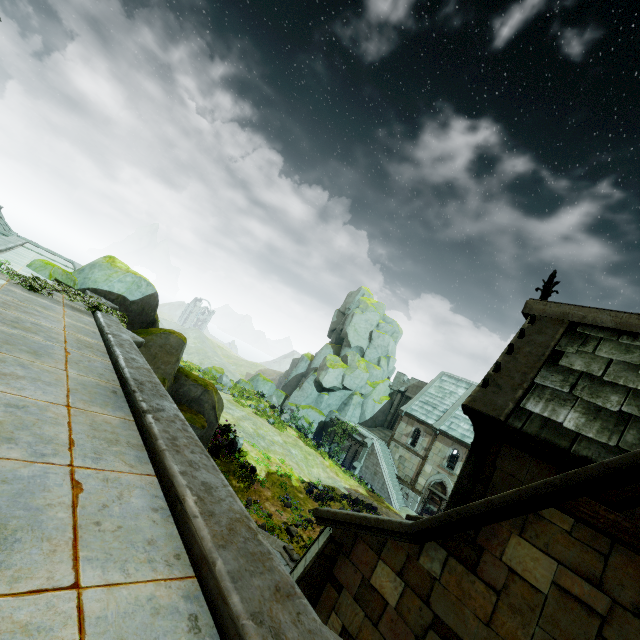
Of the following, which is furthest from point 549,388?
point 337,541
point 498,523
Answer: Result: point 337,541

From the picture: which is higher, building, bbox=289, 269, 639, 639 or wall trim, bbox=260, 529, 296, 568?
building, bbox=289, 269, 639, 639

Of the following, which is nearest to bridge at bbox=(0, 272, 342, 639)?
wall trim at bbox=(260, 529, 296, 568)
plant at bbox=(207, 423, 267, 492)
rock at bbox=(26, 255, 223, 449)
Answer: rock at bbox=(26, 255, 223, 449)

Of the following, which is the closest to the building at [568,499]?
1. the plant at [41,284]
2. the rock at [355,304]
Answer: the plant at [41,284]

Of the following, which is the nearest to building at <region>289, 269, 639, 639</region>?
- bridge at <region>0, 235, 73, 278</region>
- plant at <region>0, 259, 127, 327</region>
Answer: bridge at <region>0, 235, 73, 278</region>

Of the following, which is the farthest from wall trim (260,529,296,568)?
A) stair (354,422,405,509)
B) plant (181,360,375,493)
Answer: plant (181,360,375,493)

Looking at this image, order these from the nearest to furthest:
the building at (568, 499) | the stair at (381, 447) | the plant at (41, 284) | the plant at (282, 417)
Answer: the building at (568, 499), the plant at (41, 284), the stair at (381, 447), the plant at (282, 417)

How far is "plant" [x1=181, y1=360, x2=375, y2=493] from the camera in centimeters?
2902cm
